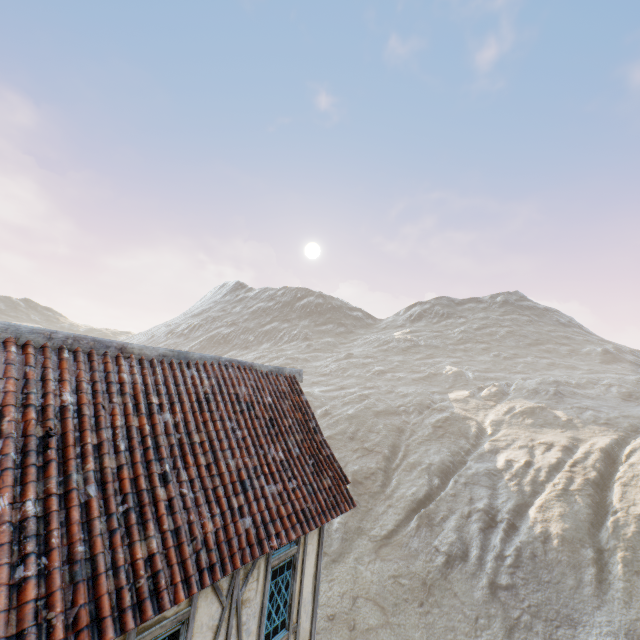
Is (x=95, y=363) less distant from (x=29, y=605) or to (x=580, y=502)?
(x=29, y=605)
